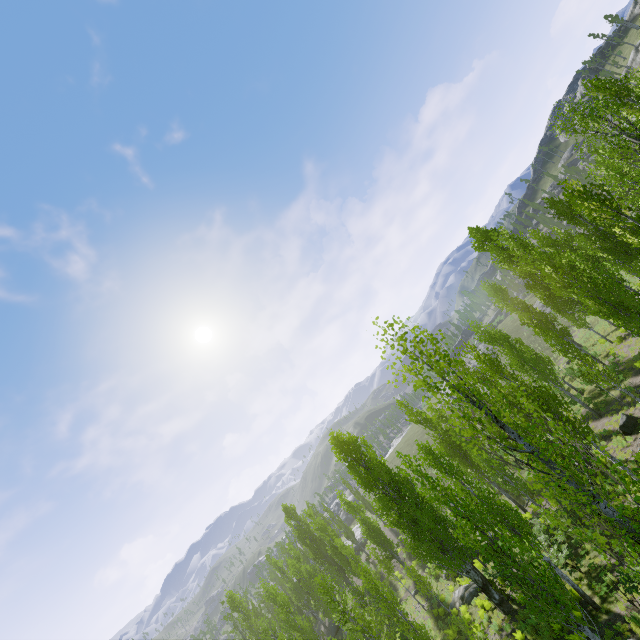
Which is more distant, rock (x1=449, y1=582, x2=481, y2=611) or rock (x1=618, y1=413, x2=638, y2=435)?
rock (x1=449, y1=582, x2=481, y2=611)

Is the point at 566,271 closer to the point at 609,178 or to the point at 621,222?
the point at 621,222

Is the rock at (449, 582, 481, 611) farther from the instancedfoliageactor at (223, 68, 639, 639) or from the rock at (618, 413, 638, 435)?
the rock at (618, 413, 638, 435)

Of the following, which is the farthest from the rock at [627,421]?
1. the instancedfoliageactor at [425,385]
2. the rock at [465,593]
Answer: the rock at [465,593]

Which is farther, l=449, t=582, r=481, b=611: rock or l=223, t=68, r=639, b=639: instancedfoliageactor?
l=449, t=582, r=481, b=611: rock

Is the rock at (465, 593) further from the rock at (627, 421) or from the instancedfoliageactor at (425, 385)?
the rock at (627, 421)
